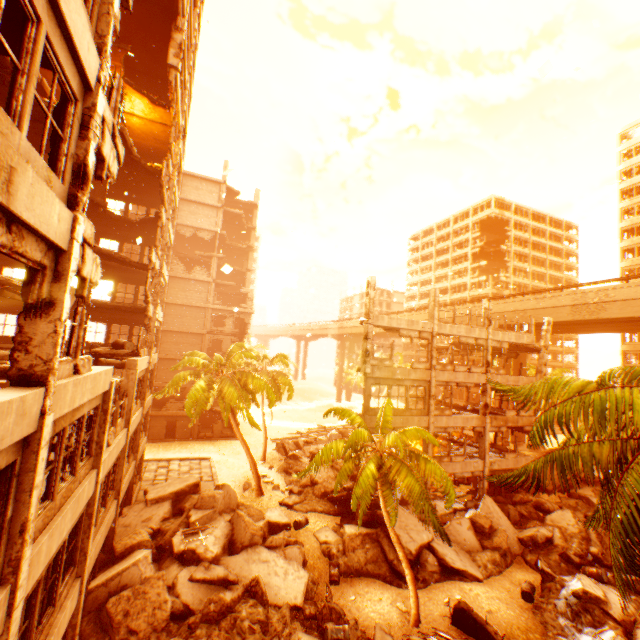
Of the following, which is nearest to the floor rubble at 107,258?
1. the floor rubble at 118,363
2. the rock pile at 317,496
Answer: the floor rubble at 118,363

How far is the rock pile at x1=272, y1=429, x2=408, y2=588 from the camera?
16.2 meters

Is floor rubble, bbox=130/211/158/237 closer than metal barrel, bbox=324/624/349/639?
No

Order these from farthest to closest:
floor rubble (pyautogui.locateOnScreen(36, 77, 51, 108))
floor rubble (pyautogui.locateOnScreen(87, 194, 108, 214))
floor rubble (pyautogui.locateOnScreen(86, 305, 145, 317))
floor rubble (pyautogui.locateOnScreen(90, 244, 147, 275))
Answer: floor rubble (pyautogui.locateOnScreen(86, 305, 145, 317)) < floor rubble (pyautogui.locateOnScreen(87, 194, 108, 214)) < floor rubble (pyautogui.locateOnScreen(90, 244, 147, 275)) < floor rubble (pyautogui.locateOnScreen(36, 77, 51, 108))

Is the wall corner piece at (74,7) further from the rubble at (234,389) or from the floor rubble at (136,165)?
the rubble at (234,389)

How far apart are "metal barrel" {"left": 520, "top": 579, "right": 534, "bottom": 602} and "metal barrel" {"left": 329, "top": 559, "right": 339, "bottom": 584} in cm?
845

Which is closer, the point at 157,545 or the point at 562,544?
the point at 157,545

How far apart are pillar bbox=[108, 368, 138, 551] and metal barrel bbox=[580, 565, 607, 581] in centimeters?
2231cm
